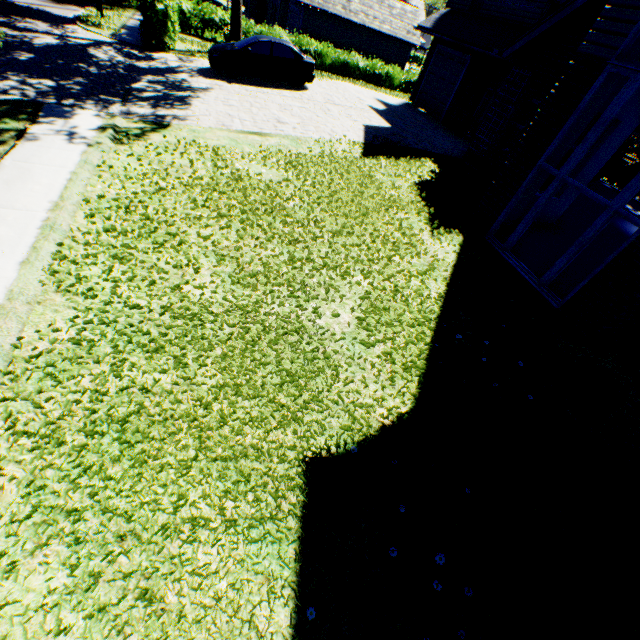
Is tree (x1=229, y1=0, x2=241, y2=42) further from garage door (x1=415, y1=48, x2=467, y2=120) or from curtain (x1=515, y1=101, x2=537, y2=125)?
curtain (x1=515, y1=101, x2=537, y2=125)

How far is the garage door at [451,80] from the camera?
16.97m

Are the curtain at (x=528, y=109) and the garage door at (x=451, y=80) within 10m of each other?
yes

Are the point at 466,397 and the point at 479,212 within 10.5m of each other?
yes

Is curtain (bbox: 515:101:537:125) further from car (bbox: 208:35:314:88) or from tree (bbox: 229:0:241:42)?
tree (bbox: 229:0:241:42)

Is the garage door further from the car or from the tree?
the tree

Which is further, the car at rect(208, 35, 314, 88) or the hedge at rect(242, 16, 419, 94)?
the hedge at rect(242, 16, 419, 94)

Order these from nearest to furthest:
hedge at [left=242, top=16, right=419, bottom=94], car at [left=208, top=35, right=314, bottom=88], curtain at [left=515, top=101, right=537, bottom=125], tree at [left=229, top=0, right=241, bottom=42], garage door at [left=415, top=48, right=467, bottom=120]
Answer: curtain at [left=515, top=101, right=537, bottom=125], car at [left=208, top=35, right=314, bottom=88], garage door at [left=415, top=48, right=467, bottom=120], tree at [left=229, top=0, right=241, bottom=42], hedge at [left=242, top=16, right=419, bottom=94]
